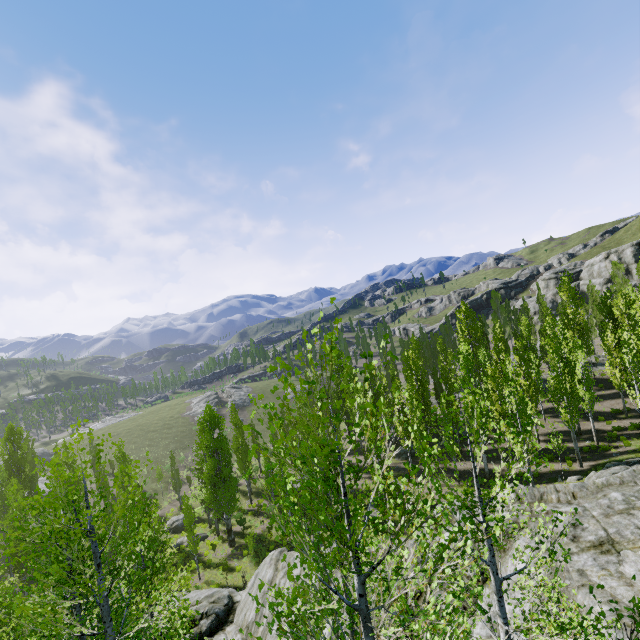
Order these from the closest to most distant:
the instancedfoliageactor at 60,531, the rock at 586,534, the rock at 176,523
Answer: the instancedfoliageactor at 60,531, the rock at 586,534, the rock at 176,523

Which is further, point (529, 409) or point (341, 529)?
point (529, 409)

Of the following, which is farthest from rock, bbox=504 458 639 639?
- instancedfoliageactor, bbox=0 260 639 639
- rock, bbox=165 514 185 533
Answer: rock, bbox=165 514 185 533

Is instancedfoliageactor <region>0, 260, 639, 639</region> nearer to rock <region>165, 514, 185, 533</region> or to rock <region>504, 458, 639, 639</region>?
rock <region>504, 458, 639, 639</region>

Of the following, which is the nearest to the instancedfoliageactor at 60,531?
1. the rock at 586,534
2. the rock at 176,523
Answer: the rock at 586,534
